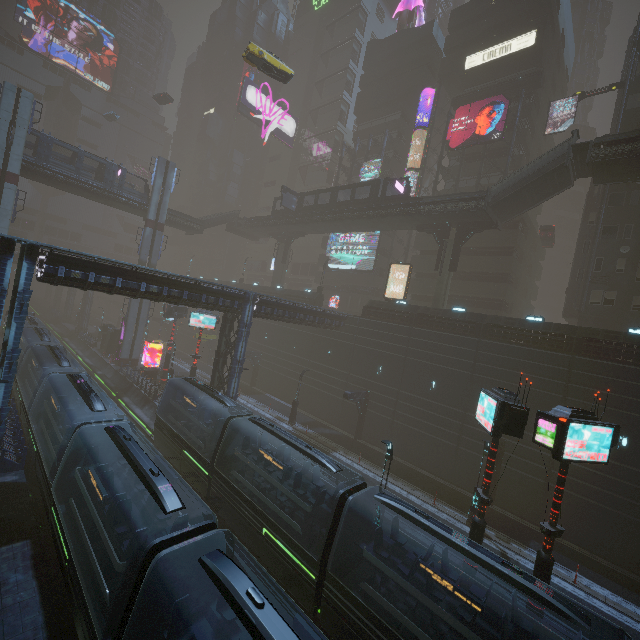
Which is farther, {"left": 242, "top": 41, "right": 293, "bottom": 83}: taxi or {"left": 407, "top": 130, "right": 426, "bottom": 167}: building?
{"left": 407, "top": 130, "right": 426, "bottom": 167}: building

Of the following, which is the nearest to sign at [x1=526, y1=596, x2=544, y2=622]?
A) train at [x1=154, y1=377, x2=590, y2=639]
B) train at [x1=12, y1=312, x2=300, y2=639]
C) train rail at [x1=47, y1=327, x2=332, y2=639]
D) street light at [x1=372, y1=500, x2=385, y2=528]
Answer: train rail at [x1=47, y1=327, x2=332, y2=639]

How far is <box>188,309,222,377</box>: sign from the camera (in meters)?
31.27

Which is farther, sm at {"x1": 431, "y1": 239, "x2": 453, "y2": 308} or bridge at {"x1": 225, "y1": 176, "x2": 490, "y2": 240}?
sm at {"x1": 431, "y1": 239, "x2": 453, "y2": 308}

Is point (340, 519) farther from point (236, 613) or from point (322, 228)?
point (322, 228)

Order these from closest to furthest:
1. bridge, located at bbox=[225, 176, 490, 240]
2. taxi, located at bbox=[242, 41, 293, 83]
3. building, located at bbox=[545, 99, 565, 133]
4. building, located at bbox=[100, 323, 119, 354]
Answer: taxi, located at bbox=[242, 41, 293, 83] → bridge, located at bbox=[225, 176, 490, 240] → building, located at bbox=[545, 99, 565, 133] → building, located at bbox=[100, 323, 119, 354]

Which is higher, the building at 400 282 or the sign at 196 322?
the building at 400 282

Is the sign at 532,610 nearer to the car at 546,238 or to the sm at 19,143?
Result: the sm at 19,143
